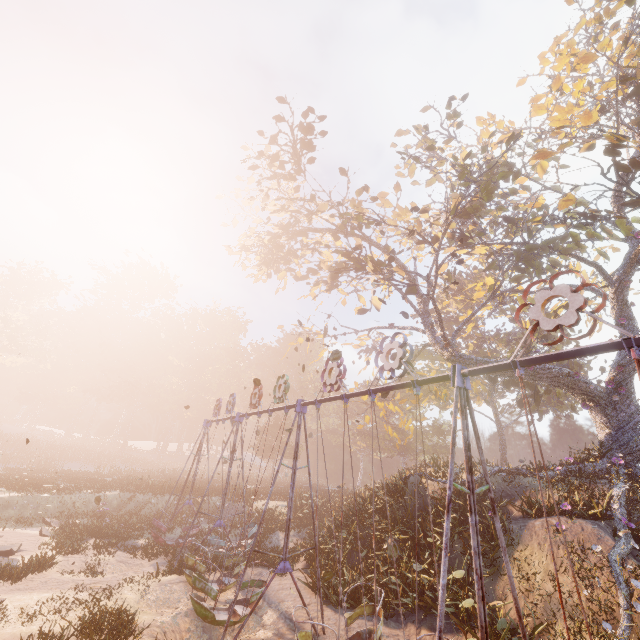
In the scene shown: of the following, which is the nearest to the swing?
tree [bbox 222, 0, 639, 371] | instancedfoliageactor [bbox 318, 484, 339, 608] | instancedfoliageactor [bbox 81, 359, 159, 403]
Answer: instancedfoliageactor [bbox 318, 484, 339, 608]

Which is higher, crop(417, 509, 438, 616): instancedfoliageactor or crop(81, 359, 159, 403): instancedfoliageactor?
crop(81, 359, 159, 403): instancedfoliageactor

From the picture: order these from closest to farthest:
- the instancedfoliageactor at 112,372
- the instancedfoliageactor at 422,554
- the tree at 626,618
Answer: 1. the tree at 626,618
2. the instancedfoliageactor at 422,554
3. the instancedfoliageactor at 112,372

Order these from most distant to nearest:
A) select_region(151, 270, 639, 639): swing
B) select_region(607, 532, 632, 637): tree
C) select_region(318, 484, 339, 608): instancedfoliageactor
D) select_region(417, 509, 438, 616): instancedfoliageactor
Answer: select_region(318, 484, 339, 608): instancedfoliageactor, select_region(417, 509, 438, 616): instancedfoliageactor, select_region(607, 532, 632, 637): tree, select_region(151, 270, 639, 639): swing

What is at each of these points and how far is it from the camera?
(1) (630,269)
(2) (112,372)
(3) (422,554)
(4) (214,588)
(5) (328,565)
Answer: (1) tree, 17.4m
(2) instancedfoliageactor, 57.5m
(3) instancedfoliageactor, 11.6m
(4) swing, 8.9m
(5) instancedfoliageactor, 12.2m

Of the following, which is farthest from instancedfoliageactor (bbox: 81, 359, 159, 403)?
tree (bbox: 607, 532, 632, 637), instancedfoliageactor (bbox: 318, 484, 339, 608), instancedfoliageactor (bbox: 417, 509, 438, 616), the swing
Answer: tree (bbox: 607, 532, 632, 637)

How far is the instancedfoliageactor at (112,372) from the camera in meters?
56.6 m

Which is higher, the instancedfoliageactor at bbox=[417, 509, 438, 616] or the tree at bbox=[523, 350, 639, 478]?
the tree at bbox=[523, 350, 639, 478]
